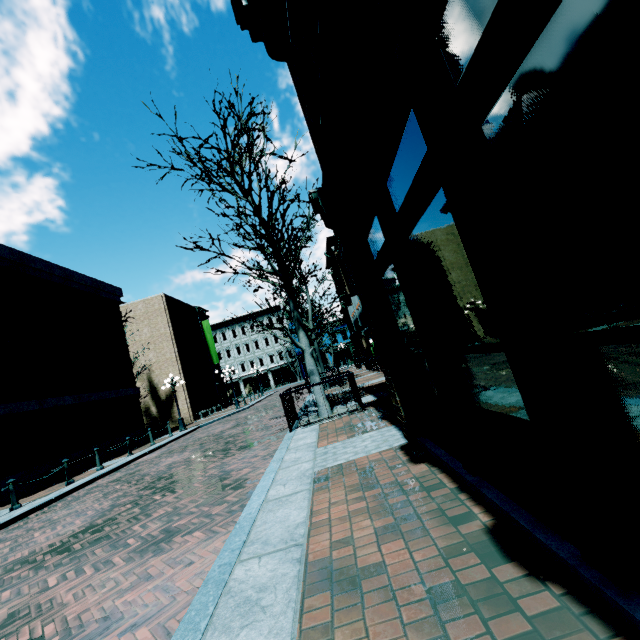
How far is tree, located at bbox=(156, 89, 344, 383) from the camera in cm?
846

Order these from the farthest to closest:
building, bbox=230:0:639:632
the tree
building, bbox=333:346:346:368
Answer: building, bbox=333:346:346:368, the tree, building, bbox=230:0:639:632

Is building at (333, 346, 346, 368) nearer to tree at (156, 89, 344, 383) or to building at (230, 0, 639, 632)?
building at (230, 0, 639, 632)

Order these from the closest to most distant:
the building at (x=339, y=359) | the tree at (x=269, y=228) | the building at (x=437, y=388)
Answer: the building at (x=437, y=388) → the tree at (x=269, y=228) → the building at (x=339, y=359)

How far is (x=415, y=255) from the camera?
3.1 meters

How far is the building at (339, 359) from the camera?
53.7m

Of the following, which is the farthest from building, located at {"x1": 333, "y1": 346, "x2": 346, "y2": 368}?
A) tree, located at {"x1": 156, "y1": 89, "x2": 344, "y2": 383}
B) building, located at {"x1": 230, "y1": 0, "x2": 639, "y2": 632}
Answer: tree, located at {"x1": 156, "y1": 89, "x2": 344, "y2": 383}
